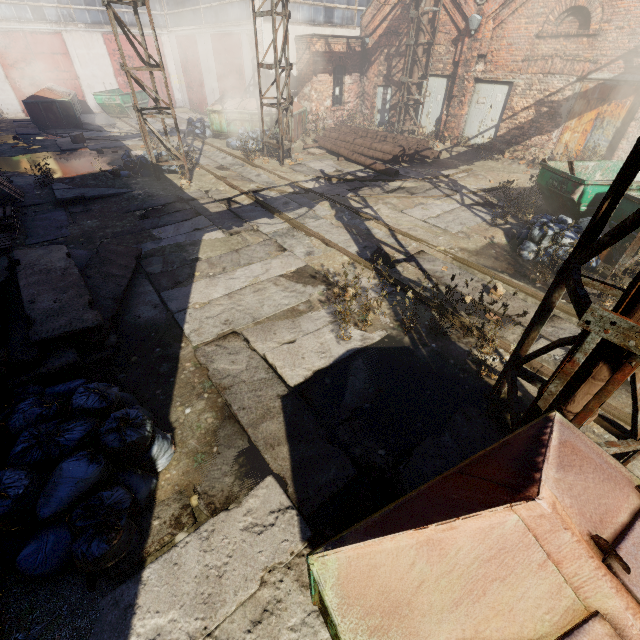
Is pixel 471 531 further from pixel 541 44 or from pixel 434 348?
pixel 541 44

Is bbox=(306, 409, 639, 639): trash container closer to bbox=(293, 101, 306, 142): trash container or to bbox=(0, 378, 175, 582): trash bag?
bbox=(0, 378, 175, 582): trash bag

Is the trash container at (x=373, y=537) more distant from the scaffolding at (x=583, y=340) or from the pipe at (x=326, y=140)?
the pipe at (x=326, y=140)

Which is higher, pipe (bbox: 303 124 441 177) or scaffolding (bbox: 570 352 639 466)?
scaffolding (bbox: 570 352 639 466)

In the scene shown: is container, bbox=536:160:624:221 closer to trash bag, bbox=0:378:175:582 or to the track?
the track

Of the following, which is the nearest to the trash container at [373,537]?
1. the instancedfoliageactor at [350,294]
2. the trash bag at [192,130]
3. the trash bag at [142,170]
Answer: the instancedfoliageactor at [350,294]

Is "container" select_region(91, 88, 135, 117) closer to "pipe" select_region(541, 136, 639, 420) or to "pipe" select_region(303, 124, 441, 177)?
"pipe" select_region(303, 124, 441, 177)

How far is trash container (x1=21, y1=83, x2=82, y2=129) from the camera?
17.4 meters
